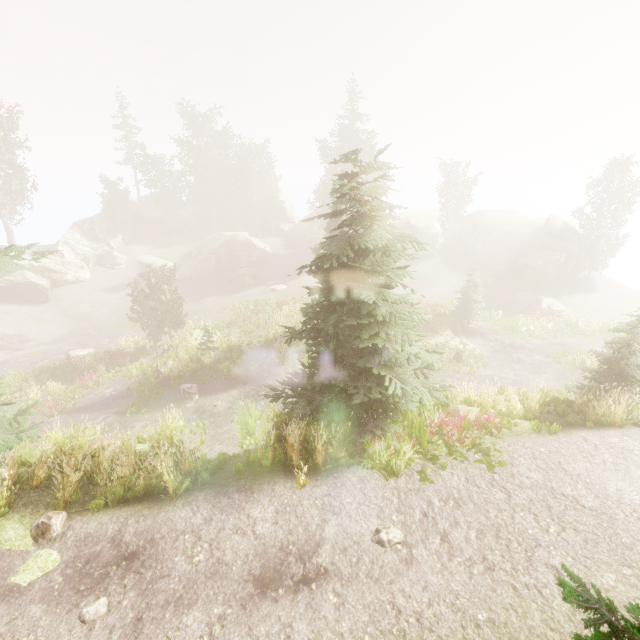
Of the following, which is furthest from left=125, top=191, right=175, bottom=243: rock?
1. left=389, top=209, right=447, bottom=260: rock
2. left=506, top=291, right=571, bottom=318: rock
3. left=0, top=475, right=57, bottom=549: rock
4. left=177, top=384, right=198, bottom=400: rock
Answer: left=0, top=475, right=57, bottom=549: rock

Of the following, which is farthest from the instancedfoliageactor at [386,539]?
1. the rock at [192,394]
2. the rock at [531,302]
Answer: the rock at [531,302]

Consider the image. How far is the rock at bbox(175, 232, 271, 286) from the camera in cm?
4134

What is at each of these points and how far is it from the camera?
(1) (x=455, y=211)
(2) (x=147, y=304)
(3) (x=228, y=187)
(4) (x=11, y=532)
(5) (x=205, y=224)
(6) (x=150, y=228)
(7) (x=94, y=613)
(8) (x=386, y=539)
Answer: (1) instancedfoliageactor, 45.2m
(2) instancedfoliageactor, 25.6m
(3) instancedfoliageactor, 57.7m
(4) rock, 6.7m
(5) rock, 58.3m
(6) rock, 50.9m
(7) instancedfoliageactor, 5.4m
(8) instancedfoliageactor, 6.4m

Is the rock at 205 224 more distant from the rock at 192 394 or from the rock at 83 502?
the rock at 83 502

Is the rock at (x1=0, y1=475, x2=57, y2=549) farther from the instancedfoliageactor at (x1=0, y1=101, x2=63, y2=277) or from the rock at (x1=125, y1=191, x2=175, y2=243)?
the rock at (x1=125, y1=191, x2=175, y2=243)

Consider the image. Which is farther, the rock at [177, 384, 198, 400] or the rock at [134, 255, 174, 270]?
the rock at [134, 255, 174, 270]

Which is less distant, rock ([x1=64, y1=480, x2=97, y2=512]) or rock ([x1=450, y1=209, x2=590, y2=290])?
rock ([x1=64, y1=480, x2=97, y2=512])
